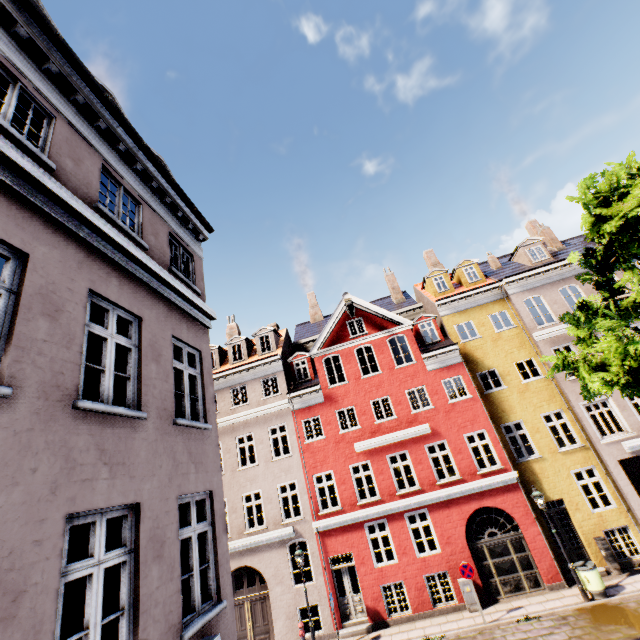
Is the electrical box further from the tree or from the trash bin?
the tree

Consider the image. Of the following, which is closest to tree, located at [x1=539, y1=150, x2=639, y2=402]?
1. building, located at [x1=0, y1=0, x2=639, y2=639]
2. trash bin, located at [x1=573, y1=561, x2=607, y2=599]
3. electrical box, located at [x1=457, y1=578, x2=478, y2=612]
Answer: building, located at [x1=0, y1=0, x2=639, y2=639]

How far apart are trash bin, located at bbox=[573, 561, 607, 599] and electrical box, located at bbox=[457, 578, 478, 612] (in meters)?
3.91

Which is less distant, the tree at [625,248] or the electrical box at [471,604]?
the tree at [625,248]

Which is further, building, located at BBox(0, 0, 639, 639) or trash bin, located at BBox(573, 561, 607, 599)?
trash bin, located at BBox(573, 561, 607, 599)

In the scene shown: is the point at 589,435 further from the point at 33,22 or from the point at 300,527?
the point at 33,22

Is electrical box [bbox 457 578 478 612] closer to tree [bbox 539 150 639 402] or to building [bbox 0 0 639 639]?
building [bbox 0 0 639 639]

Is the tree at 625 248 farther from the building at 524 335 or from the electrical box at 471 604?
the electrical box at 471 604
